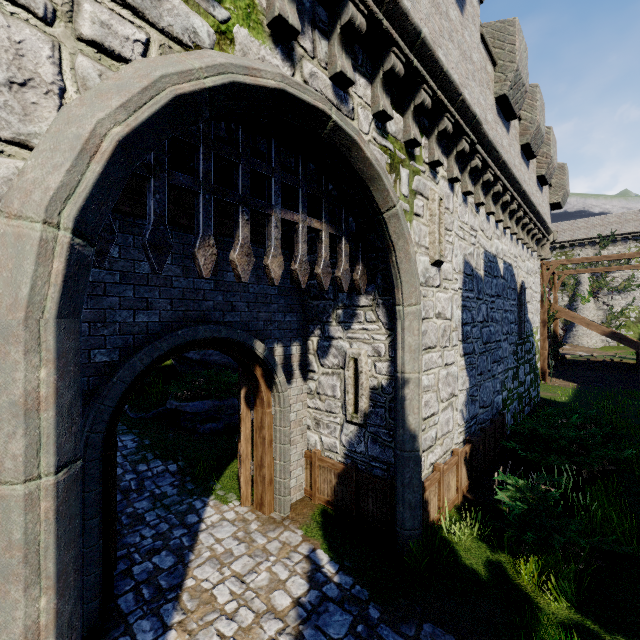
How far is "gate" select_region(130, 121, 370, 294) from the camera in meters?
3.2 m

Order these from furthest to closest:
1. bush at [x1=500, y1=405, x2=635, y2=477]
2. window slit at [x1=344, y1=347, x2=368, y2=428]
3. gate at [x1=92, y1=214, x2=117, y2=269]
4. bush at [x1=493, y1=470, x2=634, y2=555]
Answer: bush at [x1=500, y1=405, x2=635, y2=477]
window slit at [x1=344, y1=347, x2=368, y2=428]
bush at [x1=493, y1=470, x2=634, y2=555]
gate at [x1=92, y1=214, x2=117, y2=269]

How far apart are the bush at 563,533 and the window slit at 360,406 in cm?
255

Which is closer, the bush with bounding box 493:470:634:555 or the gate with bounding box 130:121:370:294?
the gate with bounding box 130:121:370:294

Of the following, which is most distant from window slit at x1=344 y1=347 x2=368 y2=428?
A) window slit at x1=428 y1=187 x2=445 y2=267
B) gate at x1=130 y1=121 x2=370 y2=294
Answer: window slit at x1=428 y1=187 x2=445 y2=267

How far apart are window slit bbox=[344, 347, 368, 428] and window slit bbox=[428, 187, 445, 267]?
2.1 meters

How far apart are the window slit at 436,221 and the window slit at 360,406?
2.1m

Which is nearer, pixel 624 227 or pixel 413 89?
pixel 413 89
